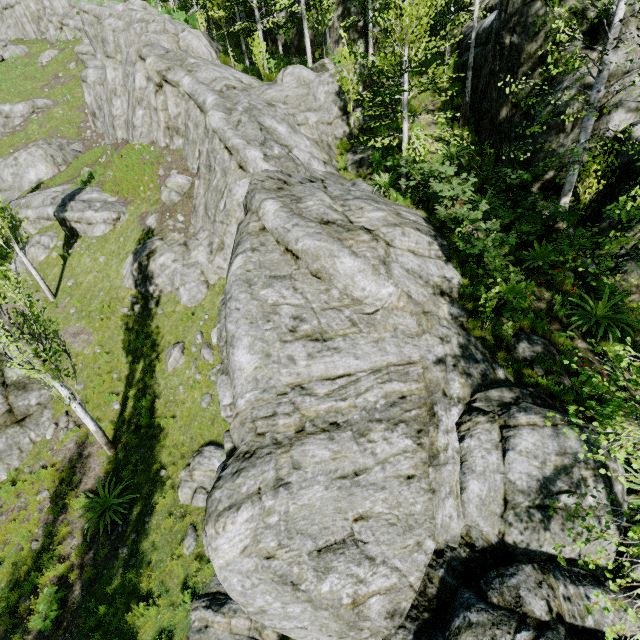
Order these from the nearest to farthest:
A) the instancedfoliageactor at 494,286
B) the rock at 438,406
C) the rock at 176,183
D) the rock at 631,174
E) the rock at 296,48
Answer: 1. the rock at 438,406
2. the instancedfoliageactor at 494,286
3. the rock at 631,174
4. the rock at 176,183
5. the rock at 296,48

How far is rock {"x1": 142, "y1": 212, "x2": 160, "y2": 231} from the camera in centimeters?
1664cm

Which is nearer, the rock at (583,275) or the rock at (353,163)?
the rock at (583,275)

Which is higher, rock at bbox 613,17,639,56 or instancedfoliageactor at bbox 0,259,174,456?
rock at bbox 613,17,639,56

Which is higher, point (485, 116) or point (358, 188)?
point (485, 116)
